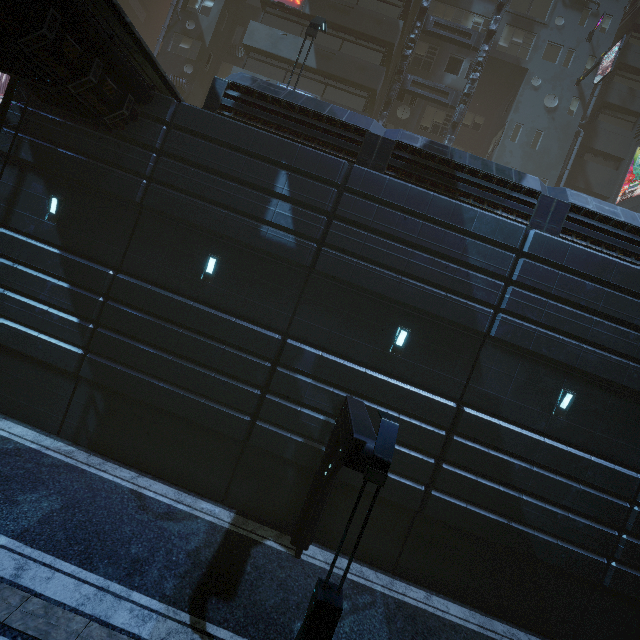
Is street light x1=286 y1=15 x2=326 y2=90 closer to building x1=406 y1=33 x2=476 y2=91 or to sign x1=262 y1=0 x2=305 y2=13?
building x1=406 y1=33 x2=476 y2=91

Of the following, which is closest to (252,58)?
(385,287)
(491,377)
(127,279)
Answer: (127,279)

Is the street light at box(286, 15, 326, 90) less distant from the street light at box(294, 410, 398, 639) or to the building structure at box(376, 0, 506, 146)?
the building structure at box(376, 0, 506, 146)

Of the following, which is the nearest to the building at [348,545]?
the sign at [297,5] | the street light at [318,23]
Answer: the sign at [297,5]

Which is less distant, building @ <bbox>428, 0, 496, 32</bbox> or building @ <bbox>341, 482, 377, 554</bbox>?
building @ <bbox>341, 482, 377, 554</bbox>

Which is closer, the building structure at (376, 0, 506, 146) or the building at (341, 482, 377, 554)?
the building at (341, 482, 377, 554)

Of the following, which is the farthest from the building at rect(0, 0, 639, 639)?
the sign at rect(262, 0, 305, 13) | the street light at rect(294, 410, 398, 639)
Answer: the street light at rect(294, 410, 398, 639)

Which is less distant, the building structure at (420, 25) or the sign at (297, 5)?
the sign at (297, 5)
